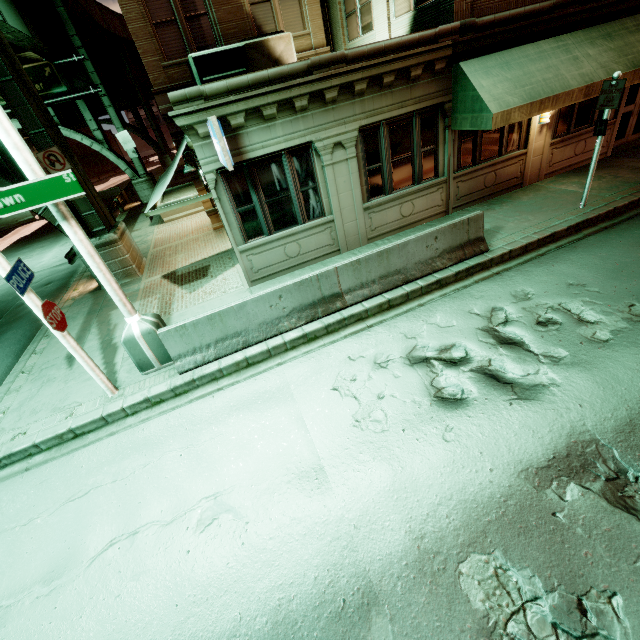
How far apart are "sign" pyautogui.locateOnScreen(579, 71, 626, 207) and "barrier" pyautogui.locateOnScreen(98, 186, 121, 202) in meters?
34.8 m

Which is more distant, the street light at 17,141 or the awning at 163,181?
the awning at 163,181

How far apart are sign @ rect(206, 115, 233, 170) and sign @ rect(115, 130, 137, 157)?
20.68m

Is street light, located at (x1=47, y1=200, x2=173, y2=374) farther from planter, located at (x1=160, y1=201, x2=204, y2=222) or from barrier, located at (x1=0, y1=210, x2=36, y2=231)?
barrier, located at (x1=0, y1=210, x2=36, y2=231)

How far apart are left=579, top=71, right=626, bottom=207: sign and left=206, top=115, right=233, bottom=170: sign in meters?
8.9 m

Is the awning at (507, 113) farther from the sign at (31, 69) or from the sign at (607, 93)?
the sign at (31, 69)

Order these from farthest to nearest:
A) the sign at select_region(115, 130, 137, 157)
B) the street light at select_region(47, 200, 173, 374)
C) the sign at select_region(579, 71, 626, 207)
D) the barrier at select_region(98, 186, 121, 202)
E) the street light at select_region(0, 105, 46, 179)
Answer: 1. the barrier at select_region(98, 186, 121, 202)
2. the sign at select_region(115, 130, 137, 157)
3. the sign at select_region(579, 71, 626, 207)
4. the street light at select_region(47, 200, 173, 374)
5. the street light at select_region(0, 105, 46, 179)

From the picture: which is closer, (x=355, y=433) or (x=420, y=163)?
(x=355, y=433)
